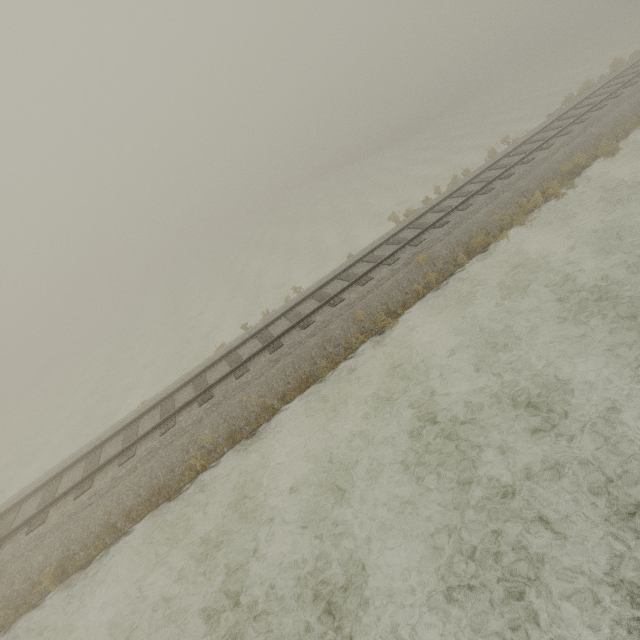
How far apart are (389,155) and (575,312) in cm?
4174
